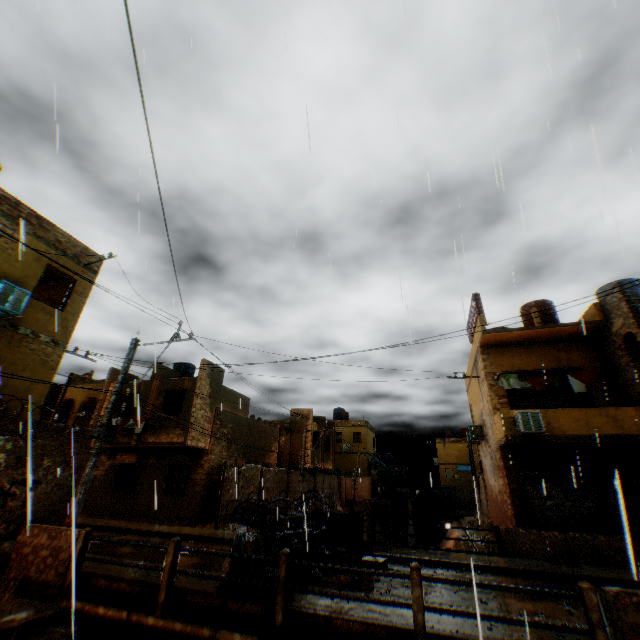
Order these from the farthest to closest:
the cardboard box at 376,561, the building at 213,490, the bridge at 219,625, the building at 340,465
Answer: the building at 340,465 < the building at 213,490 < the cardboard box at 376,561 < the bridge at 219,625

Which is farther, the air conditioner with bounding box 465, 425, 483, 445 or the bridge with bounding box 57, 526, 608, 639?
the air conditioner with bounding box 465, 425, 483, 445

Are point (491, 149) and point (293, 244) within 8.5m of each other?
yes

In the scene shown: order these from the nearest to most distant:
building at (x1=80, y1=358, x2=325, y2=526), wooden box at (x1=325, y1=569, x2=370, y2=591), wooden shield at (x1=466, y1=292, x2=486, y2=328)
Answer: wooden box at (x1=325, y1=569, x2=370, y2=591) → wooden shield at (x1=466, y1=292, x2=486, y2=328) → building at (x1=80, y1=358, x2=325, y2=526)

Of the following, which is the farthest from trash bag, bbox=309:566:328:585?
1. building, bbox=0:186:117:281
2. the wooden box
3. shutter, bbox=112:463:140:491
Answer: shutter, bbox=112:463:140:491

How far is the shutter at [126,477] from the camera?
19.0m

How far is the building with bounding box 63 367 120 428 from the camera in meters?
20.6 m
